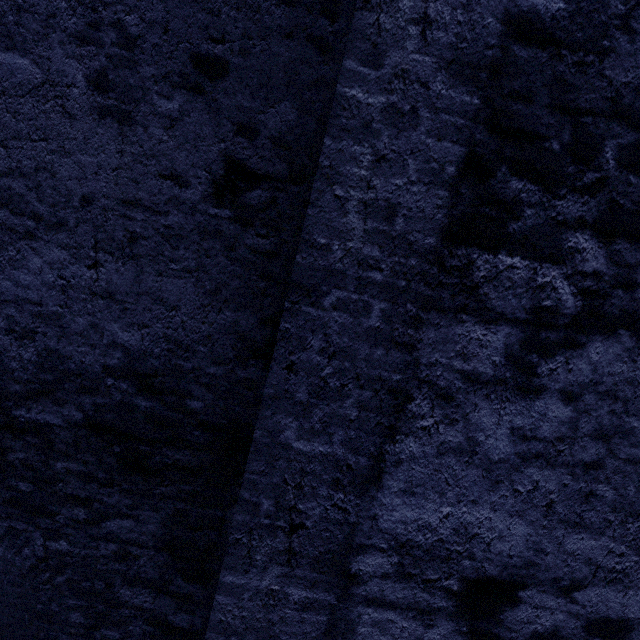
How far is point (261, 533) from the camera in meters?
1.1
